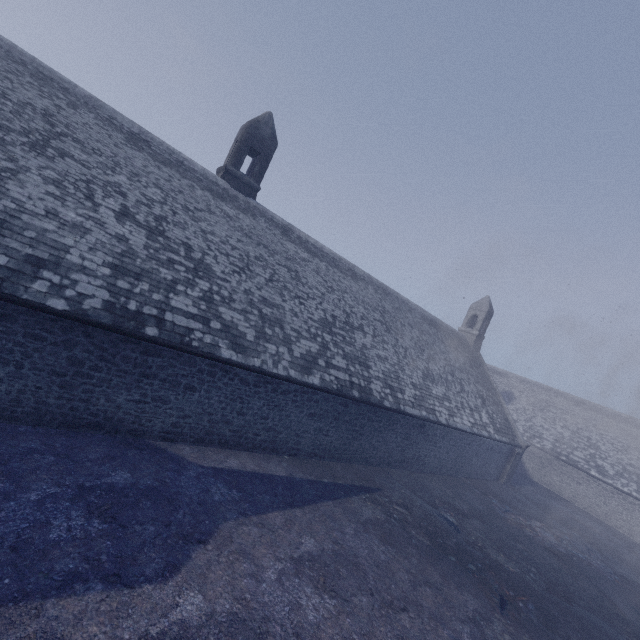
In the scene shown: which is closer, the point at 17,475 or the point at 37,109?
the point at 17,475
